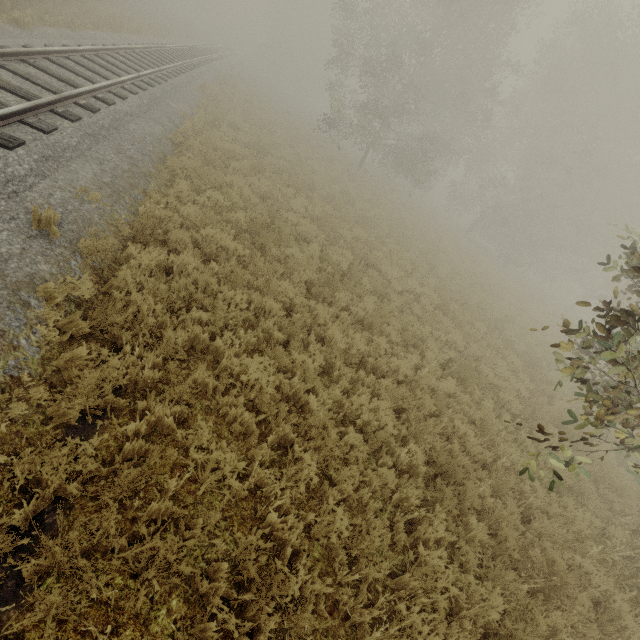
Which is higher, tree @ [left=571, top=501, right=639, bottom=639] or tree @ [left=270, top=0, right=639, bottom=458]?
tree @ [left=270, top=0, right=639, bottom=458]

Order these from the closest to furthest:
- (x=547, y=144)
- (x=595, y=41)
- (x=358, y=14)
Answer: (x=595, y=41) < (x=358, y=14) < (x=547, y=144)

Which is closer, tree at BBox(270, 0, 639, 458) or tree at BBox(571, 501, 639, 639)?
tree at BBox(571, 501, 639, 639)

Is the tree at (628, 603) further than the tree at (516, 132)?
No

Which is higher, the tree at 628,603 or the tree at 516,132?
the tree at 516,132
